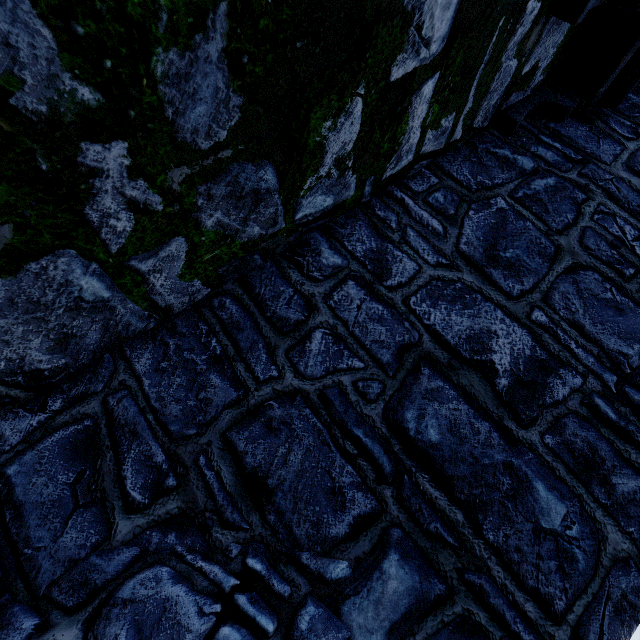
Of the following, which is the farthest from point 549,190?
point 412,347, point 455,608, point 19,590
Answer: point 19,590
